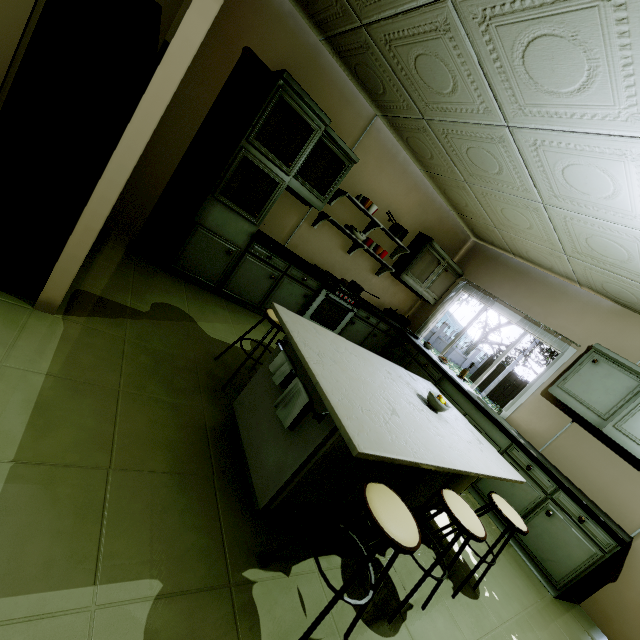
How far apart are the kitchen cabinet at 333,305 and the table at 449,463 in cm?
115

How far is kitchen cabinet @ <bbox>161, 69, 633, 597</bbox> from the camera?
3.0 meters

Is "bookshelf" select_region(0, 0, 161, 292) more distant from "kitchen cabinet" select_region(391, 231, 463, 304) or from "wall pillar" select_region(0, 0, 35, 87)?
"kitchen cabinet" select_region(391, 231, 463, 304)

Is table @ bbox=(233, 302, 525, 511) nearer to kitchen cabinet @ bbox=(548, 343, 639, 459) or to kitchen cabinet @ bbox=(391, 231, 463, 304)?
kitchen cabinet @ bbox=(548, 343, 639, 459)

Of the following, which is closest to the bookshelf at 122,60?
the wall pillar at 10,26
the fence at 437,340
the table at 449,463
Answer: the wall pillar at 10,26

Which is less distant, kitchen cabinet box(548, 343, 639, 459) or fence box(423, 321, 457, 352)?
kitchen cabinet box(548, 343, 639, 459)

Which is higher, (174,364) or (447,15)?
(447,15)

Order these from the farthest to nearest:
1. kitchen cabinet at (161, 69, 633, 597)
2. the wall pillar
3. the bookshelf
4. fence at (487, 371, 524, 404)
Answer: fence at (487, 371, 524, 404) → kitchen cabinet at (161, 69, 633, 597) → the wall pillar → the bookshelf
